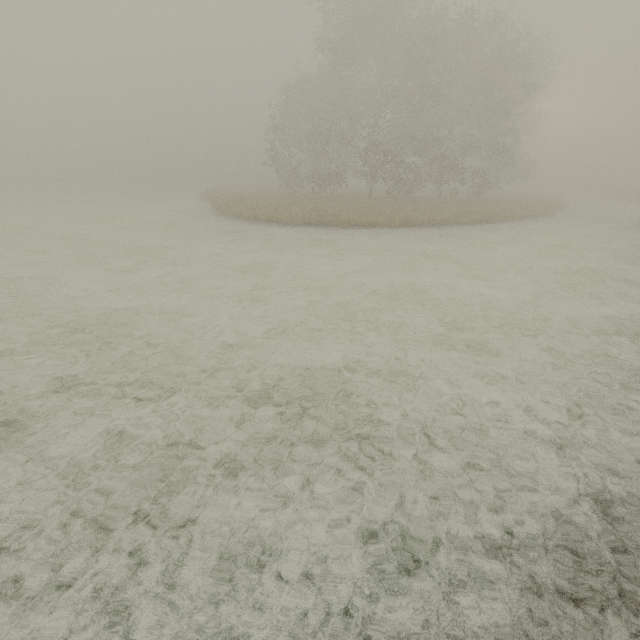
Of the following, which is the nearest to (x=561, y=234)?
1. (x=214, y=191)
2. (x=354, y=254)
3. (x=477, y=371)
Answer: (x=354, y=254)
